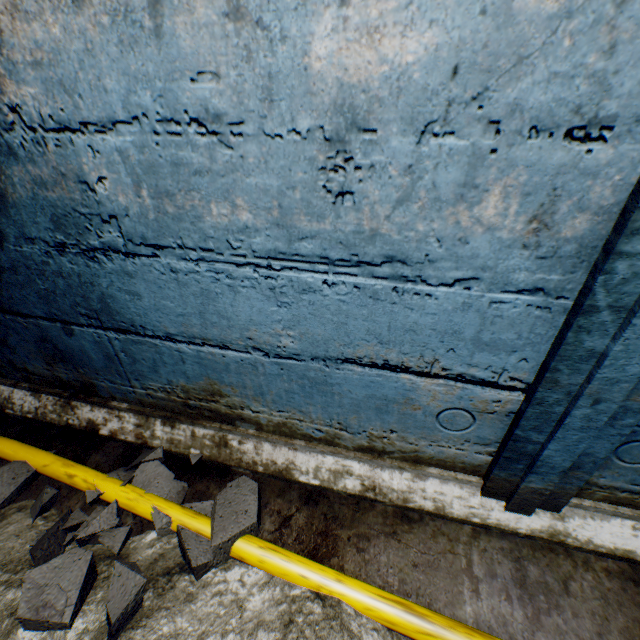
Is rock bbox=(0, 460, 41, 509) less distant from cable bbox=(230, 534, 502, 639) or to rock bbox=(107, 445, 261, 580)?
rock bbox=(107, 445, 261, 580)

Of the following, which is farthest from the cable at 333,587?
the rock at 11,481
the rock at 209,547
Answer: the rock at 11,481

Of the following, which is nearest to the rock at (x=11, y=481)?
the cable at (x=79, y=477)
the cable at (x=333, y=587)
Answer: the cable at (x=79, y=477)

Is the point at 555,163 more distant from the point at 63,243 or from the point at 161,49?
the point at 63,243

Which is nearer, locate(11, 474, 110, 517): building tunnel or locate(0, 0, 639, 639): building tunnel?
locate(0, 0, 639, 639): building tunnel

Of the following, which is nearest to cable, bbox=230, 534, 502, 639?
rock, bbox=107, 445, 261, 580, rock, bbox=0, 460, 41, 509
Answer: rock, bbox=107, 445, 261, 580

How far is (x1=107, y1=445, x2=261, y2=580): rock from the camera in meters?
1.1

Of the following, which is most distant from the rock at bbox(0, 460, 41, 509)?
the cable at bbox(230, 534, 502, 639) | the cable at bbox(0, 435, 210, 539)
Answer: the cable at bbox(230, 534, 502, 639)
